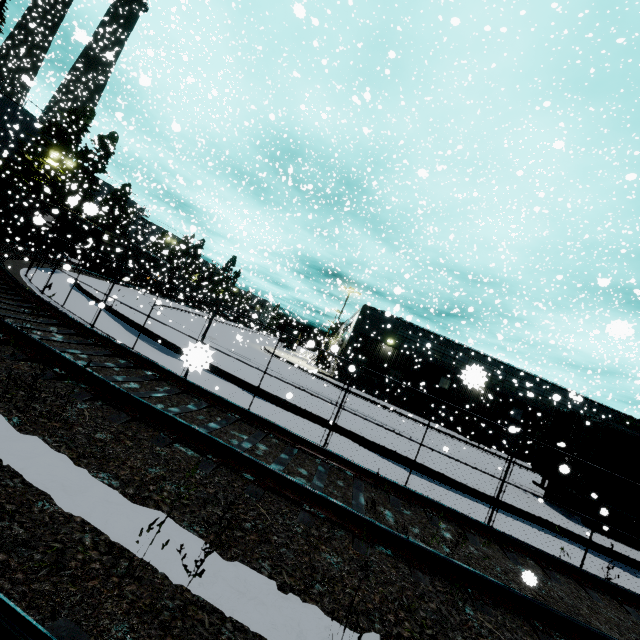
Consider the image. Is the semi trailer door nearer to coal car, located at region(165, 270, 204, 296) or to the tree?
coal car, located at region(165, 270, 204, 296)

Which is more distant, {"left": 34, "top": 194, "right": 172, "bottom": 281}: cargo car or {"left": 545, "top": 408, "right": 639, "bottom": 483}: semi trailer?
{"left": 34, "top": 194, "right": 172, "bottom": 281}: cargo car

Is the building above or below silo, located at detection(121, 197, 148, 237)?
below

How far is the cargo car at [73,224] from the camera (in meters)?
30.36

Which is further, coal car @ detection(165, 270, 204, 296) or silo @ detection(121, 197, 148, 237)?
silo @ detection(121, 197, 148, 237)

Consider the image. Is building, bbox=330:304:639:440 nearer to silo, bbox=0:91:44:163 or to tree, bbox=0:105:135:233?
silo, bbox=0:91:44:163

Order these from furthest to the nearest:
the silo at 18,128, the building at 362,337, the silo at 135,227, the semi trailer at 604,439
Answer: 1. the silo at 135,227
2. the silo at 18,128
3. the building at 362,337
4. the semi trailer at 604,439

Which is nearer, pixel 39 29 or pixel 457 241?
pixel 39 29
